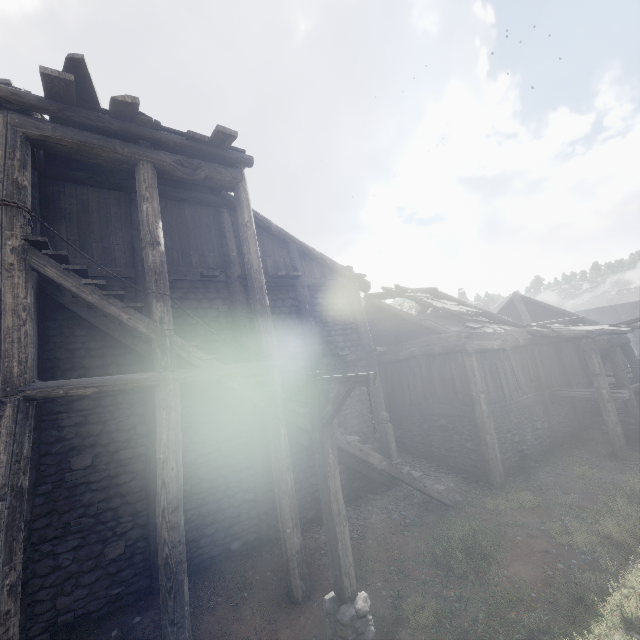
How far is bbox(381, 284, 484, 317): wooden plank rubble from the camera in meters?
14.0

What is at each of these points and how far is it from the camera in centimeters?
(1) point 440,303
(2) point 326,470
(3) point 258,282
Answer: (1) wooden plank rubble, 1470cm
(2) wooden lamp post, 523cm
(3) building, 798cm

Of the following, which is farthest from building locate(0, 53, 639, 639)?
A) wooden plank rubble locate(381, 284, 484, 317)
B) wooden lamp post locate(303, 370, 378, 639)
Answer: wooden lamp post locate(303, 370, 378, 639)

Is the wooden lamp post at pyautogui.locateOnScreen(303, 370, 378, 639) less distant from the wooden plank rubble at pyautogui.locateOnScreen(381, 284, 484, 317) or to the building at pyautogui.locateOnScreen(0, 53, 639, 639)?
the building at pyautogui.locateOnScreen(0, 53, 639, 639)

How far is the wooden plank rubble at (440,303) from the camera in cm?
1401

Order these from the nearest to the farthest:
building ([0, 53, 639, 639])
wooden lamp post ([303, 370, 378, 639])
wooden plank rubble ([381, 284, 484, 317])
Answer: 1. wooden lamp post ([303, 370, 378, 639])
2. building ([0, 53, 639, 639])
3. wooden plank rubble ([381, 284, 484, 317])

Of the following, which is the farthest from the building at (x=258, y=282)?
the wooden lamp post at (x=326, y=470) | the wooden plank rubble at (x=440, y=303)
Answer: the wooden lamp post at (x=326, y=470)
